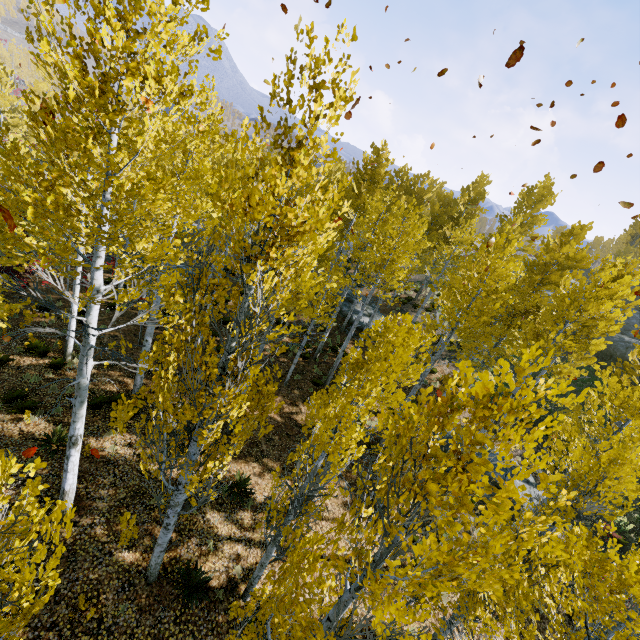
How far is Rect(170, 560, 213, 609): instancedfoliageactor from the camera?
7.5m

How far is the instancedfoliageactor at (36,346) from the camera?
12.35m

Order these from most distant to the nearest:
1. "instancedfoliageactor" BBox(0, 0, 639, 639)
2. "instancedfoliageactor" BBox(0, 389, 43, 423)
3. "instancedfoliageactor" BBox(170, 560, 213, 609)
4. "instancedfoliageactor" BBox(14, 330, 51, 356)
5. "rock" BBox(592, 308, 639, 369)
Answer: "rock" BBox(592, 308, 639, 369)
"instancedfoliageactor" BBox(14, 330, 51, 356)
"instancedfoliageactor" BBox(0, 389, 43, 423)
"instancedfoliageactor" BBox(170, 560, 213, 609)
"instancedfoliageactor" BBox(0, 0, 639, 639)

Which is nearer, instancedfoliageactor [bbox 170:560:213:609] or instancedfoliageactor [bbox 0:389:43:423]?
instancedfoliageactor [bbox 170:560:213:609]

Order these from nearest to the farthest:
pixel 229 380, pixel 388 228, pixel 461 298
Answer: pixel 229 380 → pixel 461 298 → pixel 388 228

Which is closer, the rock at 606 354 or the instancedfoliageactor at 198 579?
the instancedfoliageactor at 198 579
